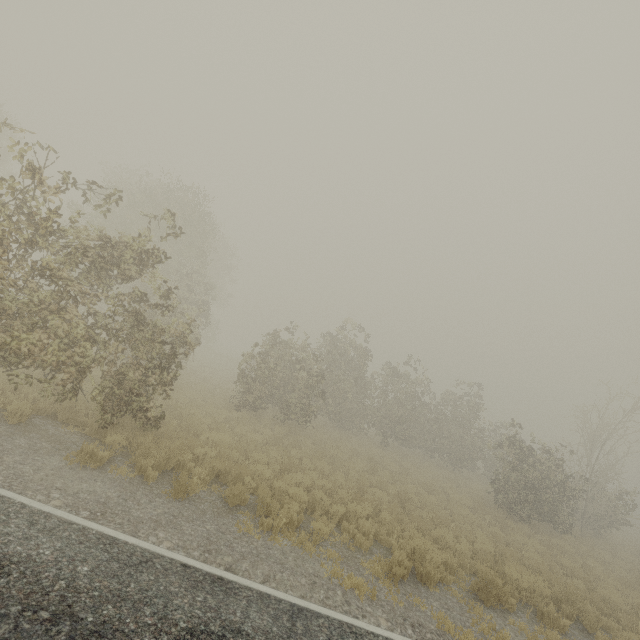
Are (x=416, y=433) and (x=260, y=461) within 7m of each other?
no
